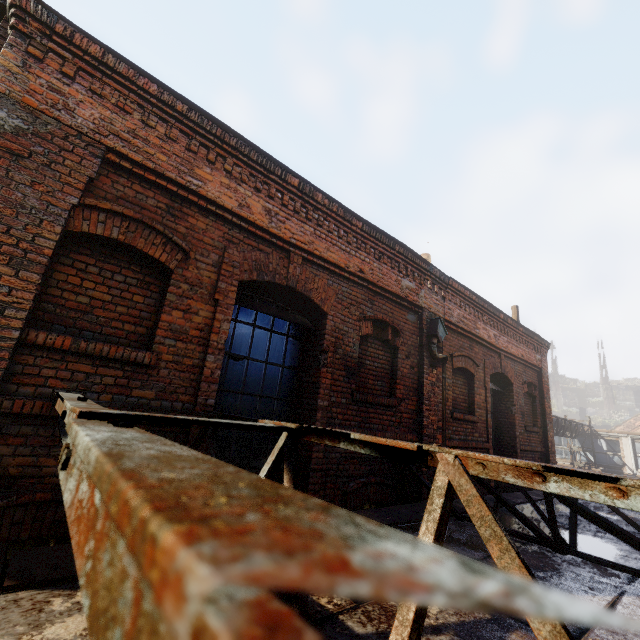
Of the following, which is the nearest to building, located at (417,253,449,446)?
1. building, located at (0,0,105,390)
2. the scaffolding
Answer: the scaffolding

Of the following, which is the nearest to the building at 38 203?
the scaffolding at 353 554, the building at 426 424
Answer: the scaffolding at 353 554

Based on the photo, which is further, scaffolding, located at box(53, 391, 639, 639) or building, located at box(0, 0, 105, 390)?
building, located at box(0, 0, 105, 390)

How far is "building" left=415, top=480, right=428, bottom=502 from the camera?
5.54m

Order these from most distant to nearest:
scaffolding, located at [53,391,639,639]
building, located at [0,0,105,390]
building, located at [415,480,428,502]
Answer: building, located at [415,480,428,502]
building, located at [0,0,105,390]
scaffolding, located at [53,391,639,639]

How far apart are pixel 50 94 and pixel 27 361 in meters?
2.5 m

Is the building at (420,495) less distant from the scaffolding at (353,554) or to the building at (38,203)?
the scaffolding at (353,554)
